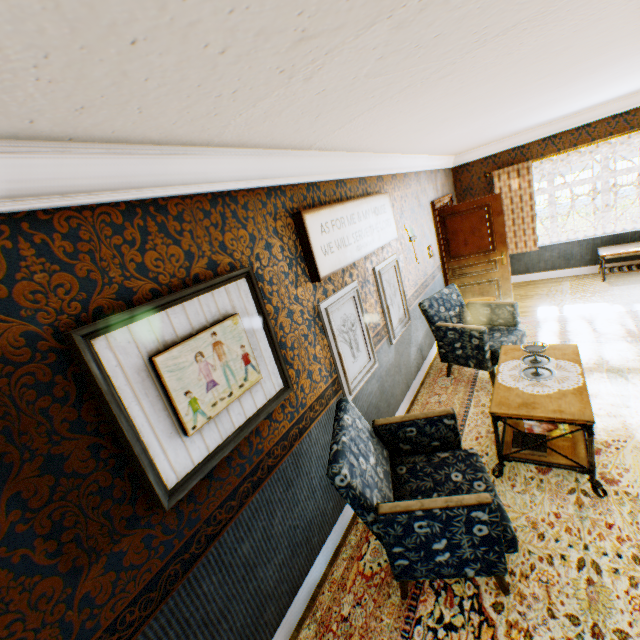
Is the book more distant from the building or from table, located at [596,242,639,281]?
table, located at [596,242,639,281]

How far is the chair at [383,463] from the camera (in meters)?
1.86

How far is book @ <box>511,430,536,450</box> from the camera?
2.8 meters

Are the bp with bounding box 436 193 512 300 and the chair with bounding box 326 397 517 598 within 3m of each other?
no

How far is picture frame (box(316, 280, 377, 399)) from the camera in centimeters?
289cm

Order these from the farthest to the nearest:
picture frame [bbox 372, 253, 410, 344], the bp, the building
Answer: the bp
picture frame [bbox 372, 253, 410, 344]
the building

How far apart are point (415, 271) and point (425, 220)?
1.22m

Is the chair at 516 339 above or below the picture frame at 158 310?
below
